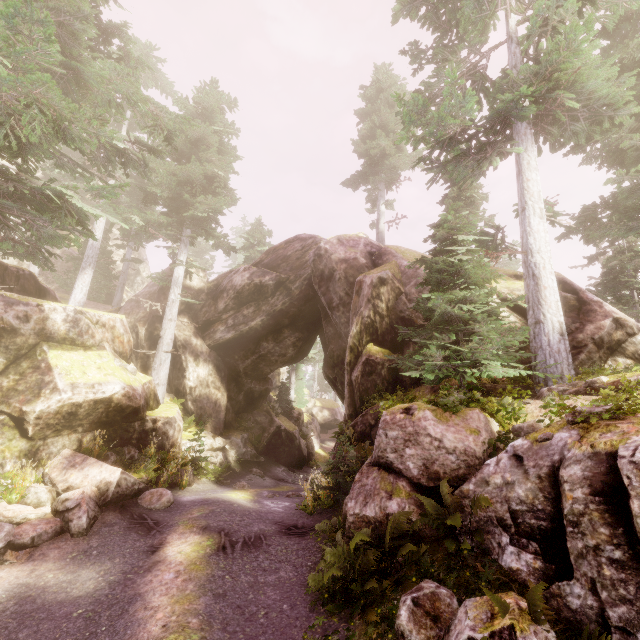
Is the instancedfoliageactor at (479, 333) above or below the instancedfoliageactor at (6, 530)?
above

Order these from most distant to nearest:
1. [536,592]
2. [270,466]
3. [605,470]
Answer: [270,466] < [605,470] < [536,592]

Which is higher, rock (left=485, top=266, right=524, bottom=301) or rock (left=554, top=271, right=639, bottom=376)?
rock (left=485, top=266, right=524, bottom=301)

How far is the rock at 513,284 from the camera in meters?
12.6 m

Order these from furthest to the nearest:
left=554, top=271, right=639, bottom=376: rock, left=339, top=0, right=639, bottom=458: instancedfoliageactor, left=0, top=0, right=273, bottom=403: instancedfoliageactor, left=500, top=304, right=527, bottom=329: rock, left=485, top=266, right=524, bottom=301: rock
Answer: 1. left=485, top=266, right=524, bottom=301: rock
2. left=500, top=304, right=527, bottom=329: rock
3. left=554, top=271, right=639, bottom=376: rock
4. left=339, top=0, right=639, bottom=458: instancedfoliageactor
5. left=0, top=0, right=273, bottom=403: instancedfoliageactor

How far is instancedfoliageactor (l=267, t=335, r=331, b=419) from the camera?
27.6m

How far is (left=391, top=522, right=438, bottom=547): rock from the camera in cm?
627
